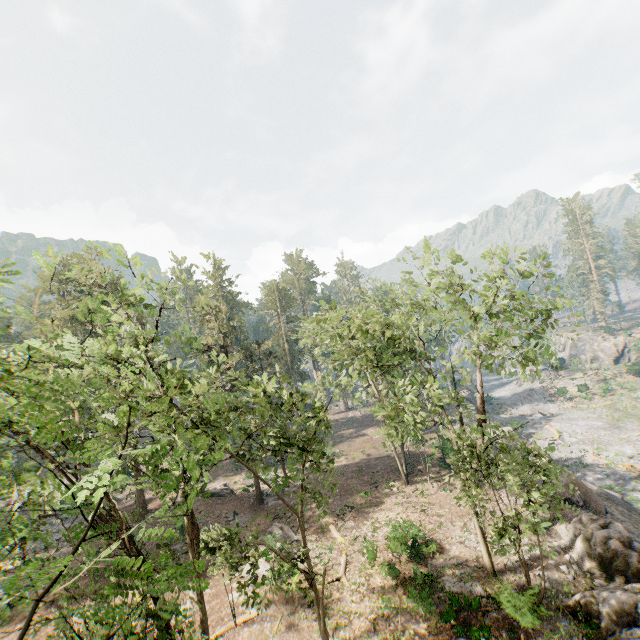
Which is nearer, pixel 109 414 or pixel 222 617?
pixel 109 414

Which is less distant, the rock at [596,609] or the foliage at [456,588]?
the rock at [596,609]

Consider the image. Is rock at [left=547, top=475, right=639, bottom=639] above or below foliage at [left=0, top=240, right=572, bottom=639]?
below

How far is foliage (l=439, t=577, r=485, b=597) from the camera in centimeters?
1731cm

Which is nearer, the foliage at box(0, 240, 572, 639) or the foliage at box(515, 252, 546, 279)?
the foliage at box(0, 240, 572, 639)

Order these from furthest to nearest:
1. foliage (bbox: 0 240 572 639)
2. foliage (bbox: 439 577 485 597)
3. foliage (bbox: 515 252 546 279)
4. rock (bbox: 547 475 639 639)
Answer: foliage (bbox: 439 577 485 597) < rock (bbox: 547 475 639 639) < foliage (bbox: 515 252 546 279) < foliage (bbox: 0 240 572 639)

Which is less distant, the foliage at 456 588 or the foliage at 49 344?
the foliage at 49 344
